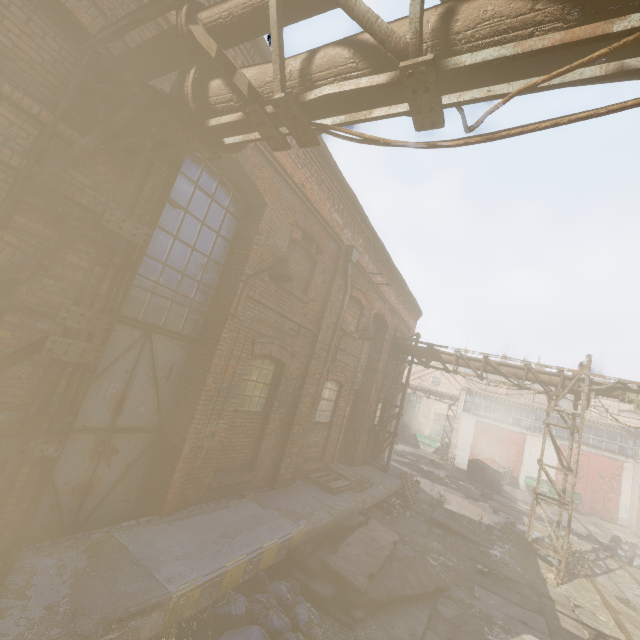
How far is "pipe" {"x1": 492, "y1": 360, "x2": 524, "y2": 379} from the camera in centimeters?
1178cm

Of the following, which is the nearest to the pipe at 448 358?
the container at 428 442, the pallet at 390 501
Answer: the pallet at 390 501

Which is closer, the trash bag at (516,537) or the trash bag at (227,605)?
the trash bag at (227,605)

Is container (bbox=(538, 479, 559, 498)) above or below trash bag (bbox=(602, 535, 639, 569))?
above

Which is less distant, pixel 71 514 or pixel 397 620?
pixel 71 514

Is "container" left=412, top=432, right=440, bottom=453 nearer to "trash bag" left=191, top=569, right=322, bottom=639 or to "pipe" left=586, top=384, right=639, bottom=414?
"pipe" left=586, top=384, right=639, bottom=414

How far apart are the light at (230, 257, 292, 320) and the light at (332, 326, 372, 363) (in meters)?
3.87

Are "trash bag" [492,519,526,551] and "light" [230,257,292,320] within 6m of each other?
no
